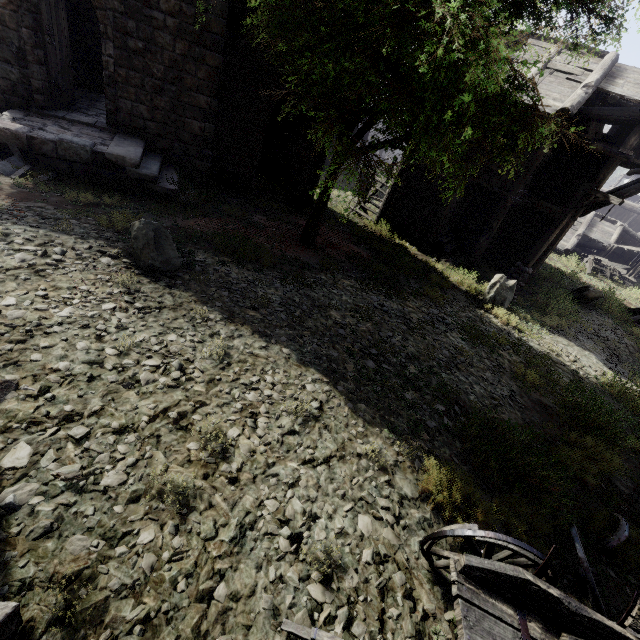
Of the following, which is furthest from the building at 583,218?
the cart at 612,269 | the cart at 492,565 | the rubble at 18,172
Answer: the cart at 492,565

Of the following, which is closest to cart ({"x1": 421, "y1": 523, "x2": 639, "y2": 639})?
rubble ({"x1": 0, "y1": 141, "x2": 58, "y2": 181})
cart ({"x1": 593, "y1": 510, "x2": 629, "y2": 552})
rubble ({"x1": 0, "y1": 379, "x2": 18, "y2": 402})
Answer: cart ({"x1": 593, "y1": 510, "x2": 629, "y2": 552})

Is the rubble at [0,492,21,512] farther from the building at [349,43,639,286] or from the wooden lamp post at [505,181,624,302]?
the wooden lamp post at [505,181,624,302]

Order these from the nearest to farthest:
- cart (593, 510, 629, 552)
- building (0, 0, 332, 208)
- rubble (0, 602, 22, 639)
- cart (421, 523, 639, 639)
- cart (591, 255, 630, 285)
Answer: rubble (0, 602, 22, 639) < cart (421, 523, 639, 639) < cart (593, 510, 629, 552) < building (0, 0, 332, 208) < cart (591, 255, 630, 285)

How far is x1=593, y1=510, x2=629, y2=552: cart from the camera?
4.8 meters

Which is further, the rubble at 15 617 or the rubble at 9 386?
the rubble at 9 386

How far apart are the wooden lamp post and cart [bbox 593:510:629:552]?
9.3 meters

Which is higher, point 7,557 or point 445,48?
point 445,48
